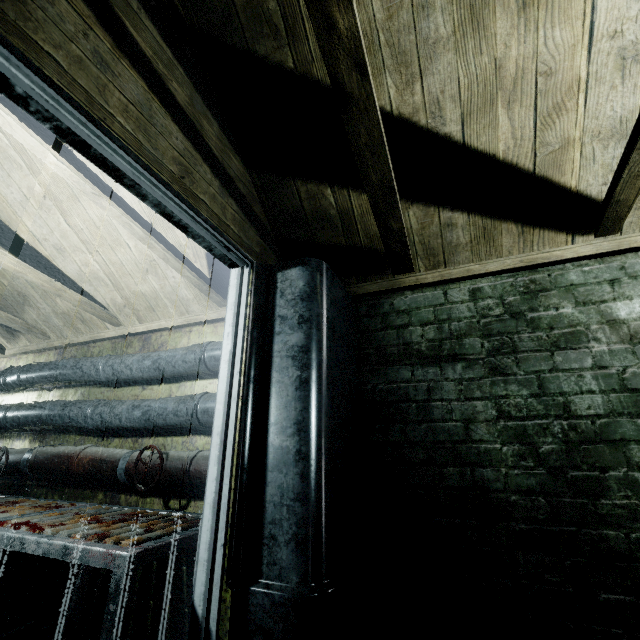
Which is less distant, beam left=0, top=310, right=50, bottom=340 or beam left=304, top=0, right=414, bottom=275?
beam left=304, top=0, right=414, bottom=275

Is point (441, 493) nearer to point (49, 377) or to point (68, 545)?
point (68, 545)

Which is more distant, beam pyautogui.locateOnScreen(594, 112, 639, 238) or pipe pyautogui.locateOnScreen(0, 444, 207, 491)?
pipe pyautogui.locateOnScreen(0, 444, 207, 491)

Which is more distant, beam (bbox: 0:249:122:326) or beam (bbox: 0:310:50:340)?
beam (bbox: 0:310:50:340)

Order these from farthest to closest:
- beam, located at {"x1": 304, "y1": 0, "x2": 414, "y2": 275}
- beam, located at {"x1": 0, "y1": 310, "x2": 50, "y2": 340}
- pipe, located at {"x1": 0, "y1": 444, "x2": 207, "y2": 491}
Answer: beam, located at {"x1": 0, "y1": 310, "x2": 50, "y2": 340}, pipe, located at {"x1": 0, "y1": 444, "x2": 207, "y2": 491}, beam, located at {"x1": 304, "y1": 0, "x2": 414, "y2": 275}

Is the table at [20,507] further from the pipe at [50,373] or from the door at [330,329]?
the pipe at [50,373]

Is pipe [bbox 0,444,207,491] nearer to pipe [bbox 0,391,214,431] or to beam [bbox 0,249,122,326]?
pipe [bbox 0,391,214,431]

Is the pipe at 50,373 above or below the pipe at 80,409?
above
